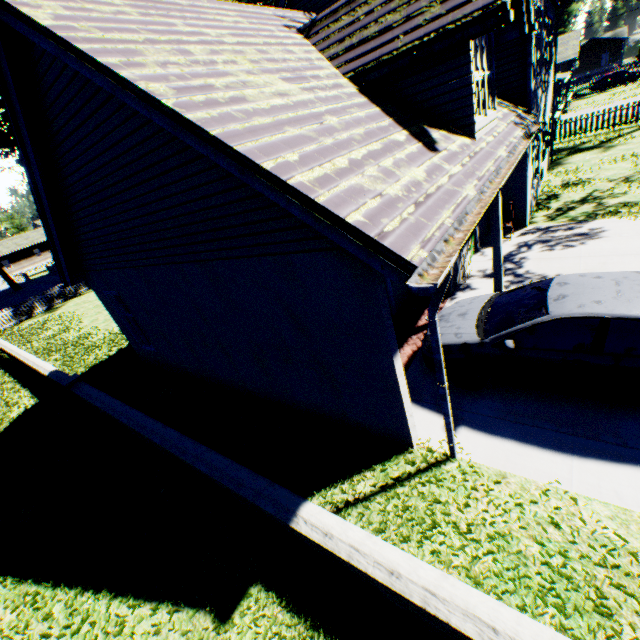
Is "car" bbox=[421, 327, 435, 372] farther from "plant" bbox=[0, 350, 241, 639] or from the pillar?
"plant" bbox=[0, 350, 241, 639]

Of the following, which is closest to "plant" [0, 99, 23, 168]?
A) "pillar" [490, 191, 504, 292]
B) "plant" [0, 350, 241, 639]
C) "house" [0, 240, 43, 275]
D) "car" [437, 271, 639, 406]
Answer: "house" [0, 240, 43, 275]

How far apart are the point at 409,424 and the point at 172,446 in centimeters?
421cm

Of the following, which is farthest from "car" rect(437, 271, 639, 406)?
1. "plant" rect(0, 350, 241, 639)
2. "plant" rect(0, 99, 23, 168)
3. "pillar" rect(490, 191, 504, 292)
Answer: "plant" rect(0, 99, 23, 168)

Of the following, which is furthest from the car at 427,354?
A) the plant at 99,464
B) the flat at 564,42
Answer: the flat at 564,42

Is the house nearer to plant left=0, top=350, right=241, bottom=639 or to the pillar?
plant left=0, top=350, right=241, bottom=639

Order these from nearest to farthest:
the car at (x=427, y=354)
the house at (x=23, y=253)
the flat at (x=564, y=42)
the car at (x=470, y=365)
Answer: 1. the car at (x=470, y=365)
2. the car at (x=427, y=354)
3. the flat at (x=564, y=42)
4. the house at (x=23, y=253)

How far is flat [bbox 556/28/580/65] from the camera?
29.8m
